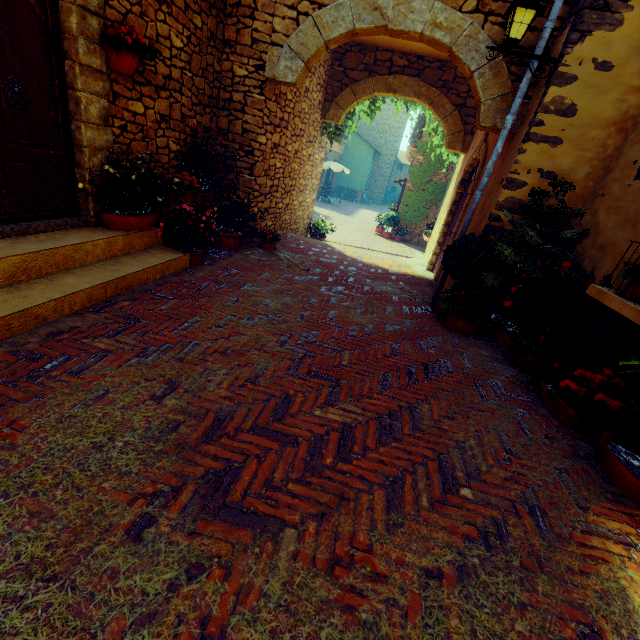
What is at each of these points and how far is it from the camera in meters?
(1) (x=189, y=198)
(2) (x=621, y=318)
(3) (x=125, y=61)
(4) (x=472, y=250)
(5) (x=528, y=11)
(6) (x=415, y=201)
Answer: (1) flower pot, 4.9 m
(2) window sill, 3.1 m
(3) flower pot, 3.4 m
(4) potted tree, 4.7 m
(5) street light, 3.8 m
(6) vines, 15.7 m

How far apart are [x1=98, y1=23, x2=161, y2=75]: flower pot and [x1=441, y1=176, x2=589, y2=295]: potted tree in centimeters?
436cm

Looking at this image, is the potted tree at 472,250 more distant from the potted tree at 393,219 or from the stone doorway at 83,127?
the potted tree at 393,219

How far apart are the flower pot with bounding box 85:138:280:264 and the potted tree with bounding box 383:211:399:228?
11.8m

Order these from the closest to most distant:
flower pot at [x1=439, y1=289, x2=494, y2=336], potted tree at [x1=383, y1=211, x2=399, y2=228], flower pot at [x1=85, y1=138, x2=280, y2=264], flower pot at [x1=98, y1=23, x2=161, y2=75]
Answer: flower pot at [x1=98, y1=23, x2=161, y2=75] → flower pot at [x1=85, y1=138, x2=280, y2=264] → flower pot at [x1=439, y1=289, x2=494, y2=336] → potted tree at [x1=383, y1=211, x2=399, y2=228]

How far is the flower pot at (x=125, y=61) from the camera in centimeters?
320cm

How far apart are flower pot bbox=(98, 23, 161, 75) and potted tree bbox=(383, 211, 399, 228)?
13.53m

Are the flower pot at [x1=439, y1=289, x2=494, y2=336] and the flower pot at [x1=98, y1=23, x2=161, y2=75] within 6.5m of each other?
yes
